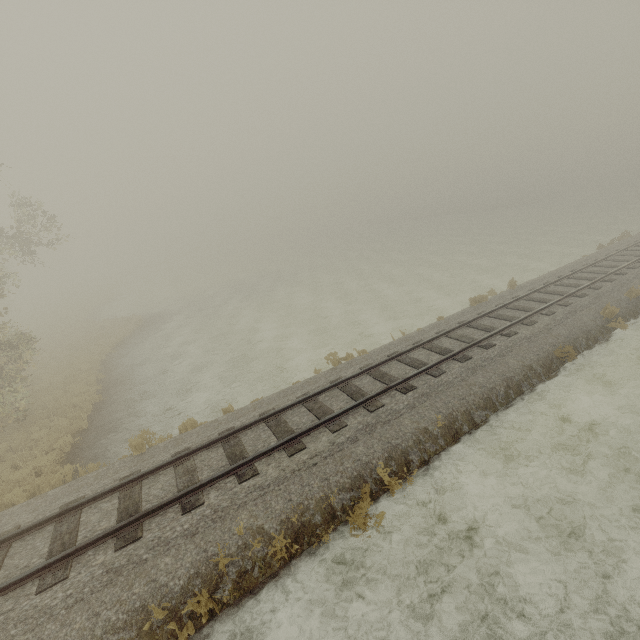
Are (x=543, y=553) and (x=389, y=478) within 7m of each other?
yes
